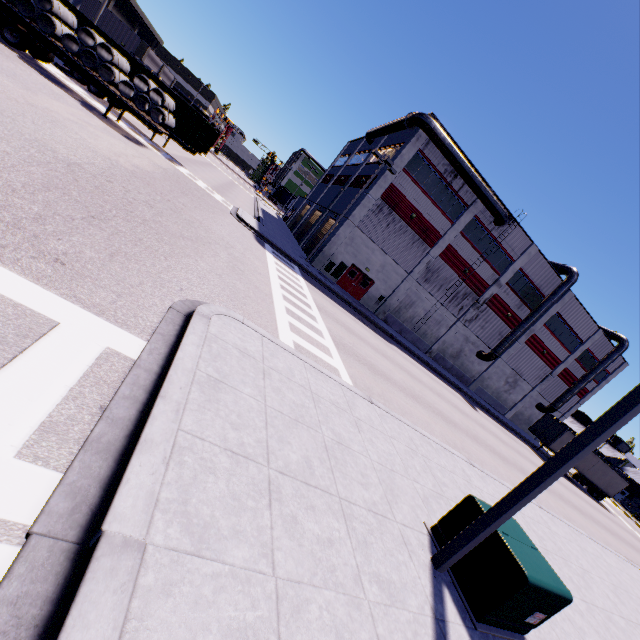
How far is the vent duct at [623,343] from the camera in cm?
3734

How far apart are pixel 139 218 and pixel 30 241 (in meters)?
4.37

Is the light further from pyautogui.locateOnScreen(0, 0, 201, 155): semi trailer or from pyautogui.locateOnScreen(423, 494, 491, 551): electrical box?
pyautogui.locateOnScreen(0, 0, 201, 155): semi trailer

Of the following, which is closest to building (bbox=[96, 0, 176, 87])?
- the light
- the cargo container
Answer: the cargo container

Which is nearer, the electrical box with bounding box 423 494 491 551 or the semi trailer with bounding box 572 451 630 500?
the electrical box with bounding box 423 494 491 551

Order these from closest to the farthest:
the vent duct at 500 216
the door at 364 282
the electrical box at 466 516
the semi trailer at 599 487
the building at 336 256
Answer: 1. the electrical box at 466 516
2. the vent duct at 500 216
3. the building at 336 256
4. the door at 364 282
5. the semi trailer at 599 487

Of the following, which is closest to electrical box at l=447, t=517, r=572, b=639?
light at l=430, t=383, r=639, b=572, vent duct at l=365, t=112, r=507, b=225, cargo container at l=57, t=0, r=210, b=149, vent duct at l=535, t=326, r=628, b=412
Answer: light at l=430, t=383, r=639, b=572

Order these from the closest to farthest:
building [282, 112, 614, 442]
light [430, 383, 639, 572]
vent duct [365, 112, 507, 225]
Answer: light [430, 383, 639, 572]
vent duct [365, 112, 507, 225]
building [282, 112, 614, 442]
